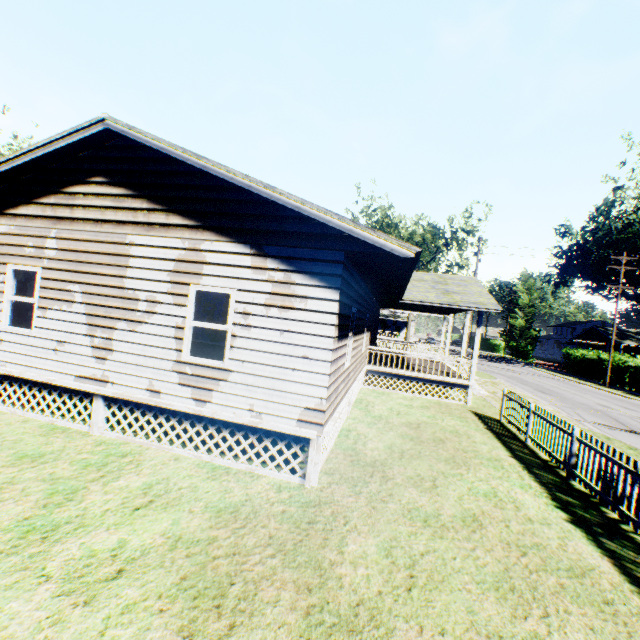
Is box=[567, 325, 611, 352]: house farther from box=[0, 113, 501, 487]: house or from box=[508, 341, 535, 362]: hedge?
box=[0, 113, 501, 487]: house

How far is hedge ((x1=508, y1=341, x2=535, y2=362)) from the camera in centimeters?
5162cm

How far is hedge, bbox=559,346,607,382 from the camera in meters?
32.7 m

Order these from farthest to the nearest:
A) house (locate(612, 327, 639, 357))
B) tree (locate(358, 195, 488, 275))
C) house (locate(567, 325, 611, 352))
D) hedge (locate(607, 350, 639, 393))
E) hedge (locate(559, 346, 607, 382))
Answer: house (locate(567, 325, 611, 352))
tree (locate(358, 195, 488, 275))
house (locate(612, 327, 639, 357))
hedge (locate(559, 346, 607, 382))
hedge (locate(607, 350, 639, 393))

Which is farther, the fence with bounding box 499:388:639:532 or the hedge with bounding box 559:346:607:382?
the hedge with bounding box 559:346:607:382

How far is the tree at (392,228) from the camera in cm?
4075

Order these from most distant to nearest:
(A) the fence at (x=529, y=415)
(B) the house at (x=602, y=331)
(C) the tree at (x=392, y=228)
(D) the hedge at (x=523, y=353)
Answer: (D) the hedge at (x=523, y=353), (B) the house at (x=602, y=331), (C) the tree at (x=392, y=228), (A) the fence at (x=529, y=415)

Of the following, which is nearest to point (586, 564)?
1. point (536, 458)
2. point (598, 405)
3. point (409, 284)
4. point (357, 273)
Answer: point (536, 458)
